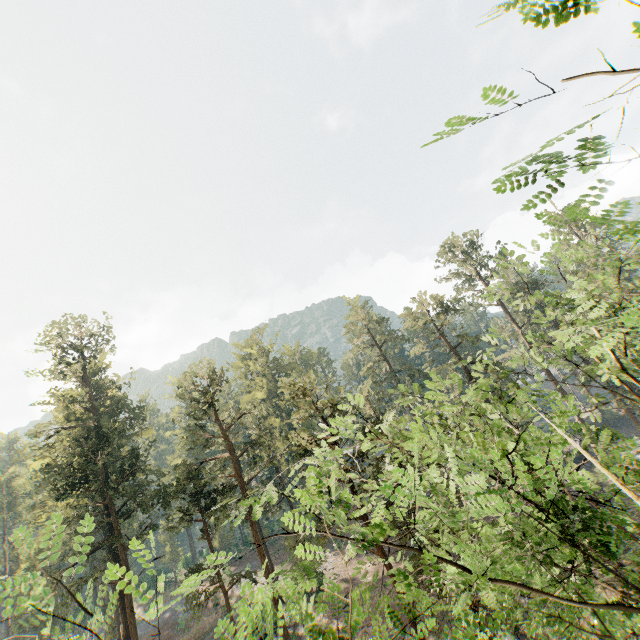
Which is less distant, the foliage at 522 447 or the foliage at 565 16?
the foliage at 565 16

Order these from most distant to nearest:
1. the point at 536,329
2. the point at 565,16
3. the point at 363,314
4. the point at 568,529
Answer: the point at 363,314 < the point at 536,329 < the point at 568,529 < the point at 565,16

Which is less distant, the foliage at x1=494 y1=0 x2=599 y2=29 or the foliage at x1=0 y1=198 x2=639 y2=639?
the foliage at x1=494 y1=0 x2=599 y2=29
